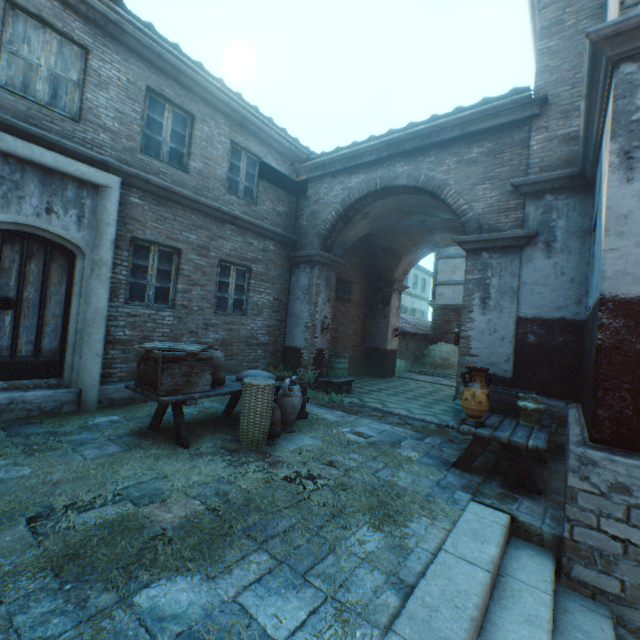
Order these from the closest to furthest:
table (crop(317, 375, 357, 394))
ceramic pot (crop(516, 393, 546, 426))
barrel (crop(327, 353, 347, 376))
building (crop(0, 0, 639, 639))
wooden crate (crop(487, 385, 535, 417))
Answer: building (crop(0, 0, 639, 639)) < ceramic pot (crop(516, 393, 546, 426)) < wooden crate (crop(487, 385, 535, 417)) < table (crop(317, 375, 357, 394)) < barrel (crop(327, 353, 347, 376))

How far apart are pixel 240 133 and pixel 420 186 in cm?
468

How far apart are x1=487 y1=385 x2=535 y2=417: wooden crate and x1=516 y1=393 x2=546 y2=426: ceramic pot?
0.2m

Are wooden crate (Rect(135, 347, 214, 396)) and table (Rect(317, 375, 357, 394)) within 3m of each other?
no

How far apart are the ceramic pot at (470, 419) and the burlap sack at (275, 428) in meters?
2.7 m

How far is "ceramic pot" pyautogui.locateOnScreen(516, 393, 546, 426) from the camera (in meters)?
4.47

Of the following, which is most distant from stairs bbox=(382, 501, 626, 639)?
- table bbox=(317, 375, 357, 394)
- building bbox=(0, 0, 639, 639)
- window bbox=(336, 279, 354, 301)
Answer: window bbox=(336, 279, 354, 301)

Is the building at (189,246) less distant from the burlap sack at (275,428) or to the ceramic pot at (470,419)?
the ceramic pot at (470,419)
